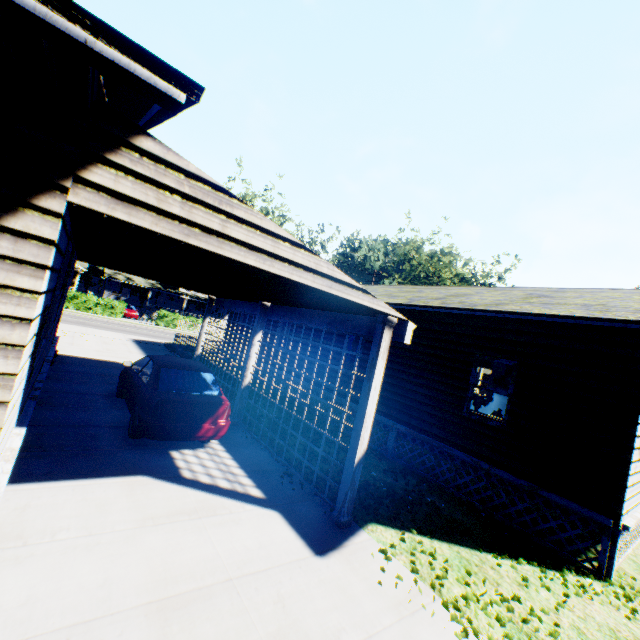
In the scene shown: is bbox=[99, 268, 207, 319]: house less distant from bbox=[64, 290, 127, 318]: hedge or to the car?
bbox=[64, 290, 127, 318]: hedge

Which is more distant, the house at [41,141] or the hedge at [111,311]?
the hedge at [111,311]

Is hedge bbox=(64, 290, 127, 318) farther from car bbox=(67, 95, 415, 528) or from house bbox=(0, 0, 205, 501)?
car bbox=(67, 95, 415, 528)

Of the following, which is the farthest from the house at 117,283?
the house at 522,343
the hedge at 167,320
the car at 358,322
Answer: the car at 358,322

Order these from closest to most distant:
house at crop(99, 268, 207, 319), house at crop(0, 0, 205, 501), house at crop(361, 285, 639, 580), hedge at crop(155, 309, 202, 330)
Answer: house at crop(0, 0, 205, 501)
house at crop(361, 285, 639, 580)
hedge at crop(155, 309, 202, 330)
house at crop(99, 268, 207, 319)

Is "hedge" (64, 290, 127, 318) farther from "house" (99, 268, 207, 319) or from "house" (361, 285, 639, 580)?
"house" (361, 285, 639, 580)

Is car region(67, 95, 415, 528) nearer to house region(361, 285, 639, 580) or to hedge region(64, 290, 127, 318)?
→ house region(361, 285, 639, 580)

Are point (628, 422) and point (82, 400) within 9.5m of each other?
no
